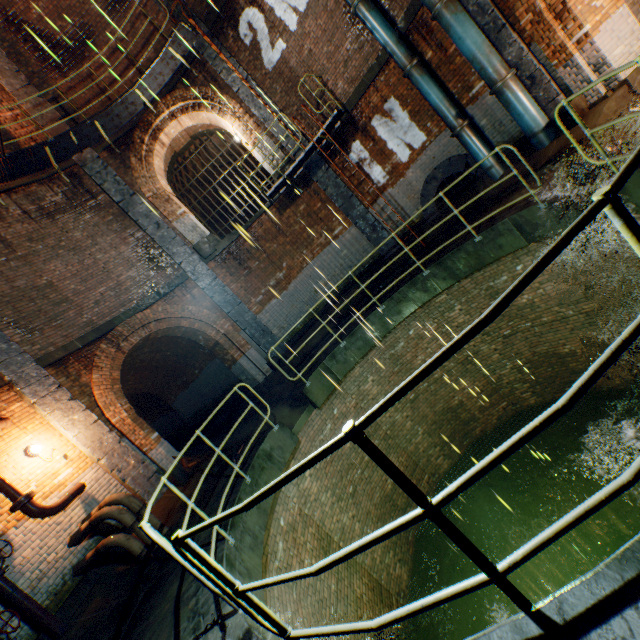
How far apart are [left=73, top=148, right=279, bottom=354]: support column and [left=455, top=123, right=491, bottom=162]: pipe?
8.04m

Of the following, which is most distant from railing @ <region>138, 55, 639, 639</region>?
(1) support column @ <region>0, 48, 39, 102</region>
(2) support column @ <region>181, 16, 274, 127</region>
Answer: (1) support column @ <region>0, 48, 39, 102</region>

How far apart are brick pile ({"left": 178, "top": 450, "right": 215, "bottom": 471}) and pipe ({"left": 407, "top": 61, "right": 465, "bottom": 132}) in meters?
11.1

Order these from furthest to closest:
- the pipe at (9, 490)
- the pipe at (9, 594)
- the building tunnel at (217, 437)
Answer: the building tunnel at (217, 437) → the pipe at (9, 490) → the pipe at (9, 594)

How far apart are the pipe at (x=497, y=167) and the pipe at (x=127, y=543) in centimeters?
1131cm

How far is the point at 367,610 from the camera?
6.27m

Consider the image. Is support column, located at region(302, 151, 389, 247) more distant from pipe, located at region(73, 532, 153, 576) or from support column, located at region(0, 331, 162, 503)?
support column, located at region(0, 331, 162, 503)

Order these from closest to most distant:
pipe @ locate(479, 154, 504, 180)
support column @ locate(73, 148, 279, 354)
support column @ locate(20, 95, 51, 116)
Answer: pipe @ locate(479, 154, 504, 180) < support column @ locate(20, 95, 51, 116) < support column @ locate(73, 148, 279, 354)
